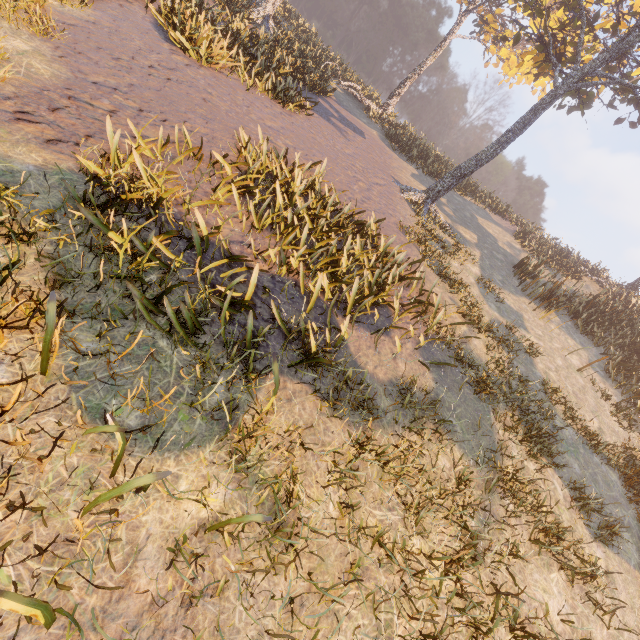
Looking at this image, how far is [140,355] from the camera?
3.6 meters

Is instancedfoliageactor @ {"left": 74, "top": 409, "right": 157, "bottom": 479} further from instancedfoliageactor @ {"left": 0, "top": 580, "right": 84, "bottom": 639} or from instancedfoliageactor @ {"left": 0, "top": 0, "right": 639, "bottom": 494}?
instancedfoliageactor @ {"left": 0, "top": 0, "right": 639, "bottom": 494}

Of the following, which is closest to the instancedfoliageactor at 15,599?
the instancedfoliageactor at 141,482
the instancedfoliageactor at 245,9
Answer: the instancedfoliageactor at 141,482

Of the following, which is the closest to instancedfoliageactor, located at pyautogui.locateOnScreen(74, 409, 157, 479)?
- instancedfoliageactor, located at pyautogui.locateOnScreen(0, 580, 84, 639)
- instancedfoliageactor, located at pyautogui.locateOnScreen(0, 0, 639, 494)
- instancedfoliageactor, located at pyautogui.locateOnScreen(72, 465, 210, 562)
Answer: instancedfoliageactor, located at pyautogui.locateOnScreen(72, 465, 210, 562)

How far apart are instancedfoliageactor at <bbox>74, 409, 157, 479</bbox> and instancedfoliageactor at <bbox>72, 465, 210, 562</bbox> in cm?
21

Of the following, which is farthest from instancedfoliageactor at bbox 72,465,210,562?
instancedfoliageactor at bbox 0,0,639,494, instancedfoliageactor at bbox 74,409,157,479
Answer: instancedfoliageactor at bbox 0,0,639,494

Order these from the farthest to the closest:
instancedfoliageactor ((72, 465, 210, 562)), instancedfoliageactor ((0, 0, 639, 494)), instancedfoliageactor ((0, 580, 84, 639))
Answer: instancedfoliageactor ((0, 0, 639, 494)), instancedfoliageactor ((72, 465, 210, 562)), instancedfoliageactor ((0, 580, 84, 639))

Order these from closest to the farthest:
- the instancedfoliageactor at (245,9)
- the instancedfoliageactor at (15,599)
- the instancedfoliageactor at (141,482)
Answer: the instancedfoliageactor at (15,599)
the instancedfoliageactor at (141,482)
the instancedfoliageactor at (245,9)
